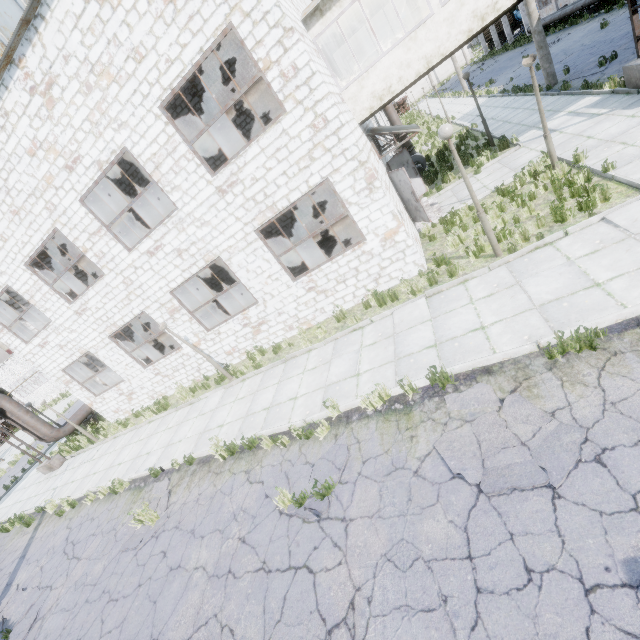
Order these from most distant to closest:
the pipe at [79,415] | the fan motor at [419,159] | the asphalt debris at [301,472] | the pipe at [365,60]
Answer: the pipe at [79,415], the fan motor at [419,159], the pipe at [365,60], the asphalt debris at [301,472]

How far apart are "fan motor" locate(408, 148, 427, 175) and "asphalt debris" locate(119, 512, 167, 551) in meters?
19.1 m

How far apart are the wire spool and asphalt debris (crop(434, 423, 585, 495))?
14.3m

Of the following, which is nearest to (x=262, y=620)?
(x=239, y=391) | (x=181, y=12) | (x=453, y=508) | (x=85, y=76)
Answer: (x=453, y=508)

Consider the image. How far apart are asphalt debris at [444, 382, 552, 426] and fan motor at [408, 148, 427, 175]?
16.6 meters

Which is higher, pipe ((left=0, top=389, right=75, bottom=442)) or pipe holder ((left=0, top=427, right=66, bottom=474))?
pipe ((left=0, top=389, right=75, bottom=442))

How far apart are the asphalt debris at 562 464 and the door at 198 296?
20.15m

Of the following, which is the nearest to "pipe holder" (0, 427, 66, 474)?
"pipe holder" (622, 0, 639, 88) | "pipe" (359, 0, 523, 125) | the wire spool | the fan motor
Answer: "pipe" (359, 0, 523, 125)
